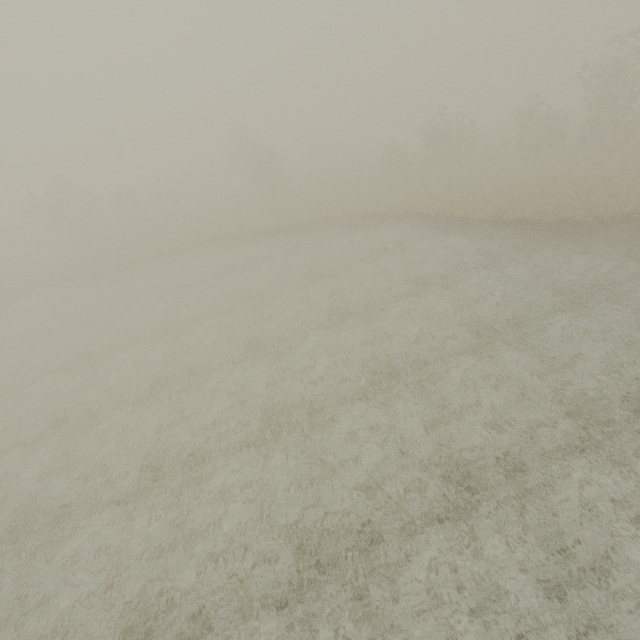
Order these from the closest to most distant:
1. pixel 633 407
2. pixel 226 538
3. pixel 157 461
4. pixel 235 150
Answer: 1. pixel 226 538
2. pixel 633 407
3. pixel 157 461
4. pixel 235 150
